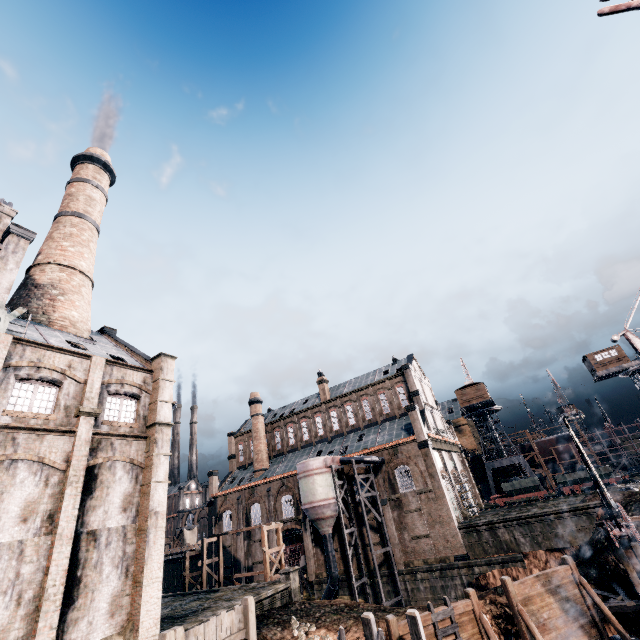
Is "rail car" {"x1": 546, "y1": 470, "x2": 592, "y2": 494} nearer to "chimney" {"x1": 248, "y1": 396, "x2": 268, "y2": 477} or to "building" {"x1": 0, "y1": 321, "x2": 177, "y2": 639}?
"chimney" {"x1": 248, "y1": 396, "x2": 268, "y2": 477}

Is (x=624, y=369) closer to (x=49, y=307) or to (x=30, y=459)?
(x=30, y=459)

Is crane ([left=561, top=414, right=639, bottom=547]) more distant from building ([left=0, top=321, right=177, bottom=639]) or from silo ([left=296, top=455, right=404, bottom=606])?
building ([left=0, top=321, right=177, bottom=639])

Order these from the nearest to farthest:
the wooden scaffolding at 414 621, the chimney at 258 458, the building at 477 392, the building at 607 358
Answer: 1. the wooden scaffolding at 414 621
2. the building at 607 358
3. the chimney at 258 458
4. the building at 477 392

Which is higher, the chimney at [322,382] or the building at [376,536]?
the chimney at [322,382]

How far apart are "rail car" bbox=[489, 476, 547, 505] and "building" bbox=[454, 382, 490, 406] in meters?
12.8 m

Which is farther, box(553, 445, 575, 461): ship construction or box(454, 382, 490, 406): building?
box(553, 445, 575, 461): ship construction

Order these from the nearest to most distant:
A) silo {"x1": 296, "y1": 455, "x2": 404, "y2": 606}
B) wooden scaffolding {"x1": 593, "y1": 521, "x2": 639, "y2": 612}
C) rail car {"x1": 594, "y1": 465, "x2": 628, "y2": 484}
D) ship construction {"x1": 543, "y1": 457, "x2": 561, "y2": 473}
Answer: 1. wooden scaffolding {"x1": 593, "y1": 521, "x2": 639, "y2": 612}
2. silo {"x1": 296, "y1": 455, "x2": 404, "y2": 606}
3. rail car {"x1": 594, "y1": 465, "x2": 628, "y2": 484}
4. ship construction {"x1": 543, "y1": 457, "x2": 561, "y2": 473}
